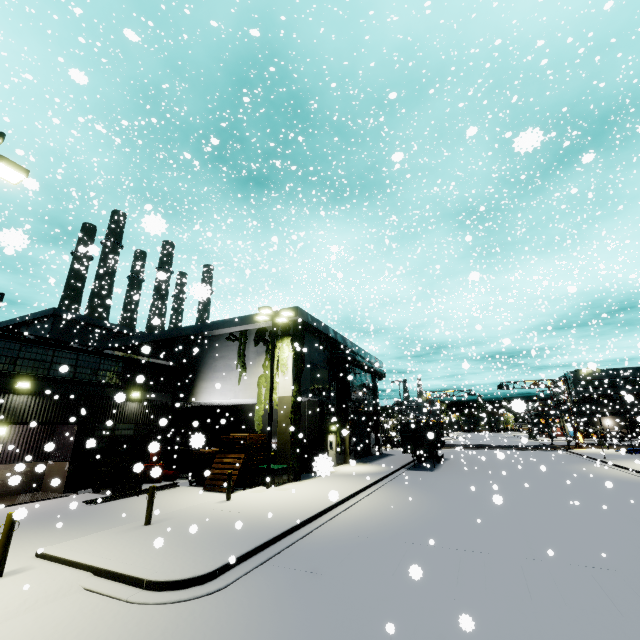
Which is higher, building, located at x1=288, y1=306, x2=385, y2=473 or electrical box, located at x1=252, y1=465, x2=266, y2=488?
building, located at x1=288, y1=306, x2=385, y2=473

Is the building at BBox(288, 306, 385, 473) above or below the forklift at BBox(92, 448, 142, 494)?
above

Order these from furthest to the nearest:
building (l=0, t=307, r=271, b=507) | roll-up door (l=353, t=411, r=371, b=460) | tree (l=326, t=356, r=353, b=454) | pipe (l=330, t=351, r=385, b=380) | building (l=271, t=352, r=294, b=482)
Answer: roll-up door (l=353, t=411, r=371, b=460)
pipe (l=330, t=351, r=385, b=380)
tree (l=326, t=356, r=353, b=454)
building (l=271, t=352, r=294, b=482)
building (l=0, t=307, r=271, b=507)

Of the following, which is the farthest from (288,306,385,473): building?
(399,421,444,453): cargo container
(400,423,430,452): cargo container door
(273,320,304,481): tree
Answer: (400,423,430,452): cargo container door

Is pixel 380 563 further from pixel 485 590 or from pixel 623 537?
pixel 623 537

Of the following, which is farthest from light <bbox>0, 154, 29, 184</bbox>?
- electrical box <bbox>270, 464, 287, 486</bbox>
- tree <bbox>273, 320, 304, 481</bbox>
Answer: electrical box <bbox>270, 464, 287, 486</bbox>

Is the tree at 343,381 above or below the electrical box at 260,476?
above
